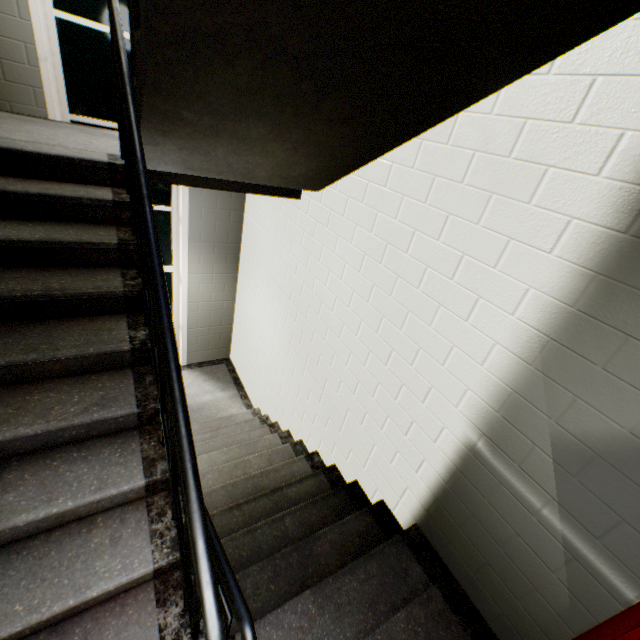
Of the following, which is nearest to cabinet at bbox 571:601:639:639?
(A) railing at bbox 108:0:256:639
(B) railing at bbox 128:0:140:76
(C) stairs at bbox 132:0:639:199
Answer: (C) stairs at bbox 132:0:639:199

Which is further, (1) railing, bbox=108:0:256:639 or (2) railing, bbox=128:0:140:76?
(2) railing, bbox=128:0:140:76

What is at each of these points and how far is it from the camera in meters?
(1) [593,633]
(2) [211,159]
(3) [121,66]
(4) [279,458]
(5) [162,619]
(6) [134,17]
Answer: (1) cabinet, 1.4 m
(2) stairs, 2.2 m
(3) railing, 1.6 m
(4) stairs, 3.5 m
(5) stairs, 1.4 m
(6) railing, 1.9 m

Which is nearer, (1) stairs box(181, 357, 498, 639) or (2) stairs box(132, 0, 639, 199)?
(2) stairs box(132, 0, 639, 199)

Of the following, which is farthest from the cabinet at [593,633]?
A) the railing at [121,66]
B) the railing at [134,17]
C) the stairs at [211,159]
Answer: the railing at [134,17]

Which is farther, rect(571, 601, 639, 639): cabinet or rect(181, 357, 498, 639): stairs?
rect(181, 357, 498, 639): stairs

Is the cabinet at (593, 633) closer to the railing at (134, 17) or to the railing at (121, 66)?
the railing at (121, 66)
